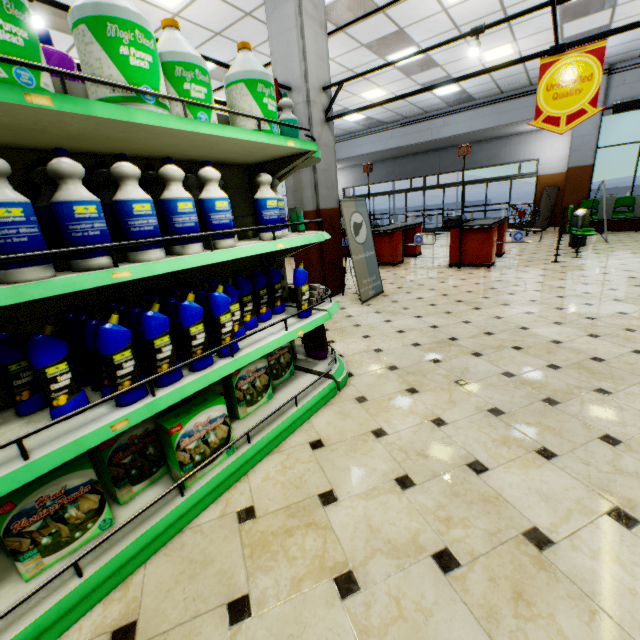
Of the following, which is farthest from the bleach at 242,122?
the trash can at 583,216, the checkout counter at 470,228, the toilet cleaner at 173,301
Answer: the trash can at 583,216

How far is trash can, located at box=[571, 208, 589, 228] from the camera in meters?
8.5

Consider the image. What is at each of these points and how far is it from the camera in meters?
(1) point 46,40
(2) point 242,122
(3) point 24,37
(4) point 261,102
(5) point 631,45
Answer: (1) shampoo, 1.6
(2) bleach, 1.9
(3) bleach, 1.1
(4) bleach, 1.9
(5) building, 8.6

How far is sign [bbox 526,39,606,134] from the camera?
3.3 meters

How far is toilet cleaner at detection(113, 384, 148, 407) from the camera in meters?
1.4

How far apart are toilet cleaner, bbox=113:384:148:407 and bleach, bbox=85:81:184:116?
0.8 meters

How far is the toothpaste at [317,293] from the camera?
2.78m
